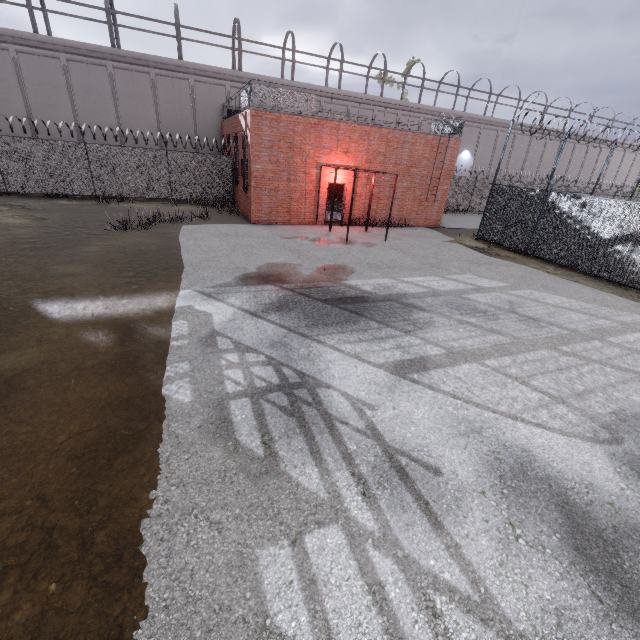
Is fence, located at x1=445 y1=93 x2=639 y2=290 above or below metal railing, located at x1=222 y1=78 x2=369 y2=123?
below

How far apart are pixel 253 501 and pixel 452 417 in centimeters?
310cm

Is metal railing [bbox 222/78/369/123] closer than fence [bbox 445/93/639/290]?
No

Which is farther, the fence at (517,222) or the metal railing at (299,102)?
the metal railing at (299,102)

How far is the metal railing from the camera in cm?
1412

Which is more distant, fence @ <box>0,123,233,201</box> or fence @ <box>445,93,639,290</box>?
fence @ <box>0,123,233,201</box>
